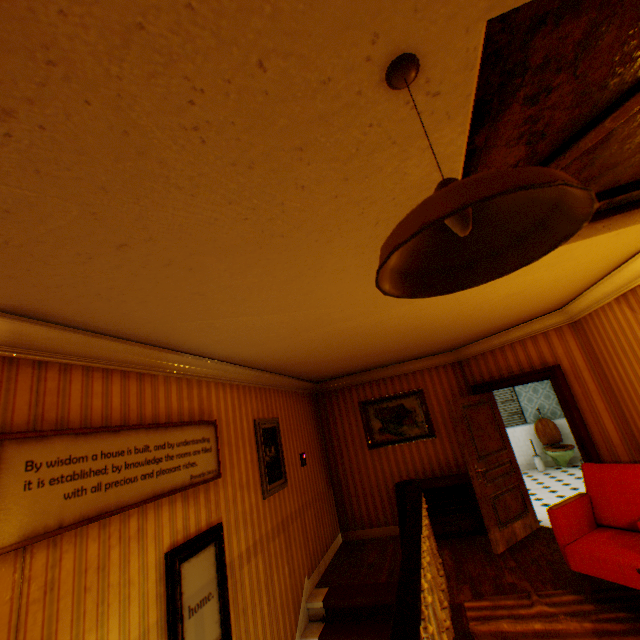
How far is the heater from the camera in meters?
5.5 m

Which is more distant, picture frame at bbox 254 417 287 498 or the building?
picture frame at bbox 254 417 287 498

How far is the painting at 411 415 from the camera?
6.6m

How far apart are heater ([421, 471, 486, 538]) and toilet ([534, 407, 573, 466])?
4.2 meters

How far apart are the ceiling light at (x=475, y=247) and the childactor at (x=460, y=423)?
5.0m

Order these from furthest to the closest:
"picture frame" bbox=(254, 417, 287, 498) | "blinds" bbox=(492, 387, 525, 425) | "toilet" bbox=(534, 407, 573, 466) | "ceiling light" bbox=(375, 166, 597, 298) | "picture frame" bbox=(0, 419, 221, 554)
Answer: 1. "blinds" bbox=(492, 387, 525, 425)
2. "toilet" bbox=(534, 407, 573, 466)
3. "picture frame" bbox=(254, 417, 287, 498)
4. "picture frame" bbox=(0, 419, 221, 554)
5. "ceiling light" bbox=(375, 166, 597, 298)

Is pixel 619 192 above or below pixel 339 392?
above

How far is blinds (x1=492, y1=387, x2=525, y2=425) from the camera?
9.5 meters
